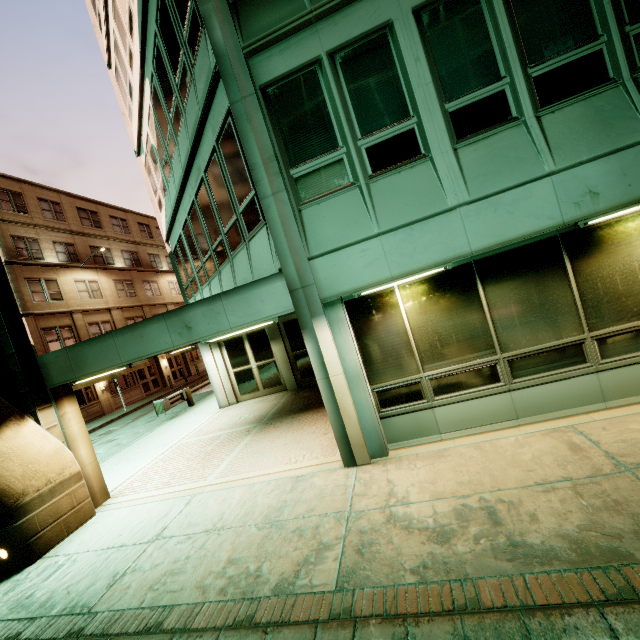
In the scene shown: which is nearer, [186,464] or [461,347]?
[461,347]
